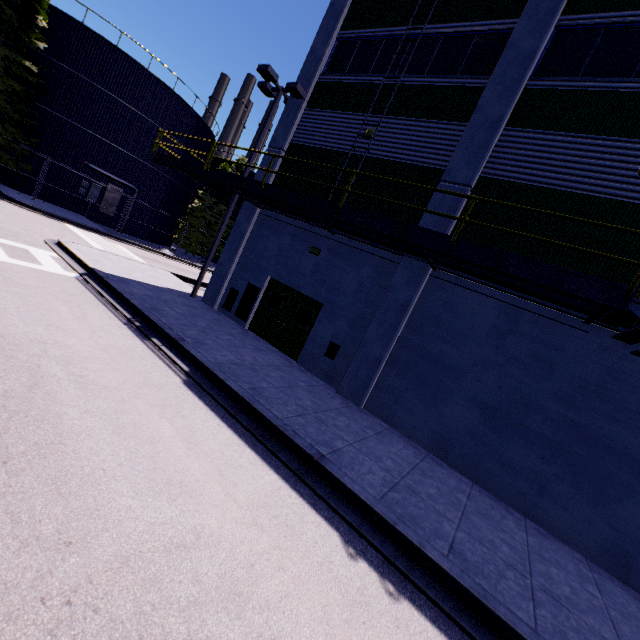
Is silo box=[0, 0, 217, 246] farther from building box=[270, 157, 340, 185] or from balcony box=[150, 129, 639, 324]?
balcony box=[150, 129, 639, 324]

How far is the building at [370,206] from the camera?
9.62m

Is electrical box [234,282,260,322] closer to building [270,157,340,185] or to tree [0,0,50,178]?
building [270,157,340,185]

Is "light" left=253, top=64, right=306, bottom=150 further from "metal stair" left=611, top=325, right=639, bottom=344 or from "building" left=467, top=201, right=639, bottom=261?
"metal stair" left=611, top=325, right=639, bottom=344

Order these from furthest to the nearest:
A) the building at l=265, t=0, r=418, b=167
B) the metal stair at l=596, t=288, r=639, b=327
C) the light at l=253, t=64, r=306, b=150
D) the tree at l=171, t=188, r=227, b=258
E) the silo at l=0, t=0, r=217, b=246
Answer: the tree at l=171, t=188, r=227, b=258, the silo at l=0, t=0, r=217, b=246, the light at l=253, t=64, r=306, b=150, the building at l=265, t=0, r=418, b=167, the metal stair at l=596, t=288, r=639, b=327

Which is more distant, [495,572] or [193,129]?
[193,129]

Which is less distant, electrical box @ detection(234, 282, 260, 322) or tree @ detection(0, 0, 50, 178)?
electrical box @ detection(234, 282, 260, 322)

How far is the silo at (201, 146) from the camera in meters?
27.7 m
